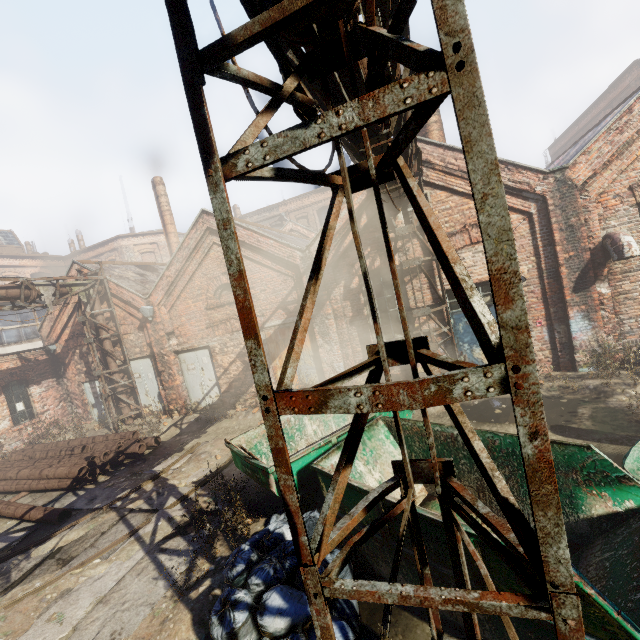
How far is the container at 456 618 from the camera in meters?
3.4 m

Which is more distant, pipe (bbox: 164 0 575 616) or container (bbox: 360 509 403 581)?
container (bbox: 360 509 403 581)

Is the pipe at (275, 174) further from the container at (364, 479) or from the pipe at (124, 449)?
the pipe at (124, 449)

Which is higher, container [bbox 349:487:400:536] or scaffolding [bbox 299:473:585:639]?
scaffolding [bbox 299:473:585:639]

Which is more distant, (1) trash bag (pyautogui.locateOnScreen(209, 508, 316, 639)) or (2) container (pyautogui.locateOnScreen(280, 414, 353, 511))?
(2) container (pyautogui.locateOnScreen(280, 414, 353, 511))

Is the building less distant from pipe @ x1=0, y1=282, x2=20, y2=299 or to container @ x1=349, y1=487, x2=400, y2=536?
pipe @ x1=0, y1=282, x2=20, y2=299

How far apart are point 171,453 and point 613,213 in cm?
1374
